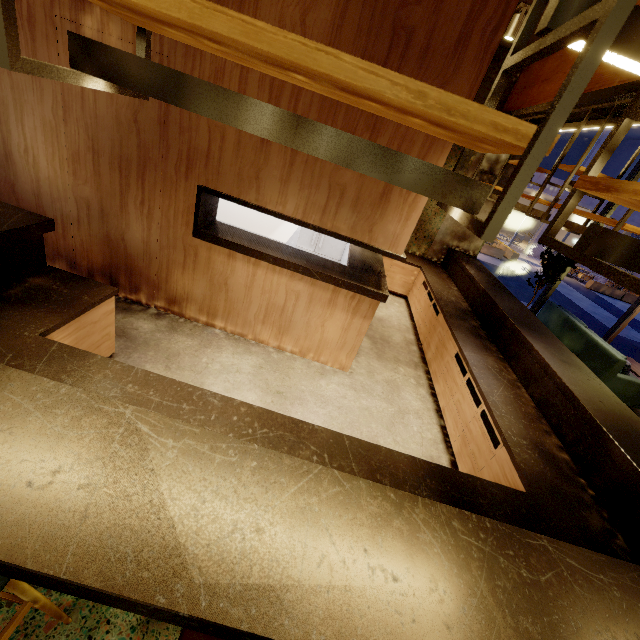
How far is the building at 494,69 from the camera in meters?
Answer: 5.4 m

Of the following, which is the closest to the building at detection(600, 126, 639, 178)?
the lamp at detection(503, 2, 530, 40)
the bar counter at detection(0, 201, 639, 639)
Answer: the bar counter at detection(0, 201, 639, 639)

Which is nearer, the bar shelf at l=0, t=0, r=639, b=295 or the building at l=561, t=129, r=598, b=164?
the bar shelf at l=0, t=0, r=639, b=295

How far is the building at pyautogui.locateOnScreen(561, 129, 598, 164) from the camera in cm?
2458

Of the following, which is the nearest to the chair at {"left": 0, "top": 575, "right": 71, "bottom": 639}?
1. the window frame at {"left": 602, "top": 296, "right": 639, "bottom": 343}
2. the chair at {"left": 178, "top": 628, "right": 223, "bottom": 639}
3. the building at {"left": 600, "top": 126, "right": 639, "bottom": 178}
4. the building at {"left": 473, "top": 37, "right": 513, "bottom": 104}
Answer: the building at {"left": 473, "top": 37, "right": 513, "bottom": 104}

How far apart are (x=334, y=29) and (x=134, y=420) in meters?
3.1 m

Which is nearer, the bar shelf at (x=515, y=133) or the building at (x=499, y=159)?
the bar shelf at (x=515, y=133)

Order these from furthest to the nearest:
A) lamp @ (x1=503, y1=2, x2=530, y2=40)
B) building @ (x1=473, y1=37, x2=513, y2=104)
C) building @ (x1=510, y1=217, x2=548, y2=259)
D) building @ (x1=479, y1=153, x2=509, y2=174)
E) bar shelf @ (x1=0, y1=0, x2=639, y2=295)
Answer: building @ (x1=510, y1=217, x2=548, y2=259) → building @ (x1=479, y1=153, x2=509, y2=174) → building @ (x1=473, y1=37, x2=513, y2=104) → lamp @ (x1=503, y1=2, x2=530, y2=40) → bar shelf @ (x1=0, y1=0, x2=639, y2=295)
